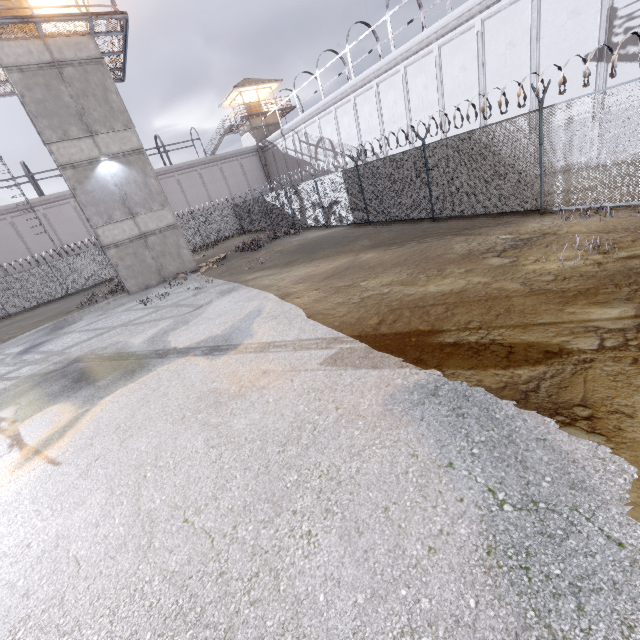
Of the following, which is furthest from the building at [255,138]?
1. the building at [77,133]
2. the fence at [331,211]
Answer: the building at [77,133]

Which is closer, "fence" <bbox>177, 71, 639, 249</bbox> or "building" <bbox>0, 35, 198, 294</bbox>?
"fence" <bbox>177, 71, 639, 249</bbox>

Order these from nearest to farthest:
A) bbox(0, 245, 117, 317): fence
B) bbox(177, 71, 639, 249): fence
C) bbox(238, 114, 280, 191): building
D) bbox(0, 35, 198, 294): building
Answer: bbox(177, 71, 639, 249): fence < bbox(0, 35, 198, 294): building < bbox(0, 245, 117, 317): fence < bbox(238, 114, 280, 191): building

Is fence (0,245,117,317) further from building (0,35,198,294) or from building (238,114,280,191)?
building (238,114,280,191)

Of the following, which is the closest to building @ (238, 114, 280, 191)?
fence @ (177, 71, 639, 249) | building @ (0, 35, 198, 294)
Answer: fence @ (177, 71, 639, 249)

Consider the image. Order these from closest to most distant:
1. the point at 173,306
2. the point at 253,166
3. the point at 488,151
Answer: the point at 488,151, the point at 173,306, the point at 253,166

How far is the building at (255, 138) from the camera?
37.3m

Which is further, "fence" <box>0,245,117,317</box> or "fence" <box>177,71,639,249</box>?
"fence" <box>0,245,117,317</box>
